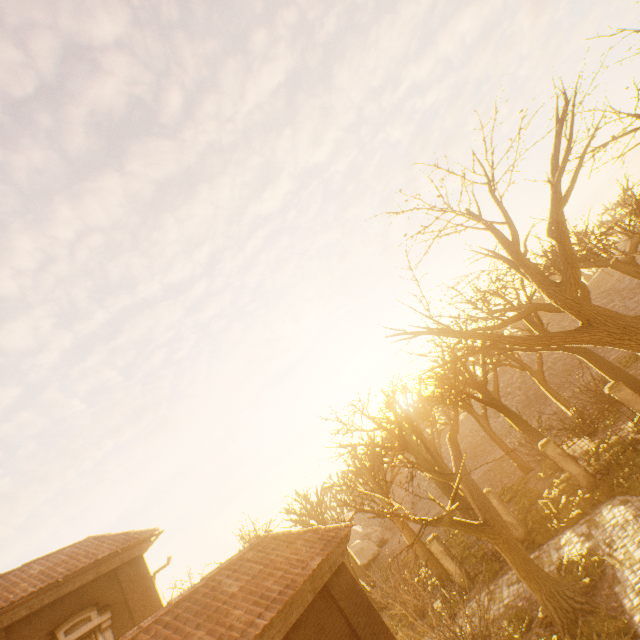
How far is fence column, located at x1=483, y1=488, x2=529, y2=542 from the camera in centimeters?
1559cm

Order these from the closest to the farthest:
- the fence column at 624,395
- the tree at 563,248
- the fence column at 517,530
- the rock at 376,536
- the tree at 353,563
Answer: the tree at 563,248
the fence column at 624,395
the fence column at 517,530
the tree at 353,563
the rock at 376,536

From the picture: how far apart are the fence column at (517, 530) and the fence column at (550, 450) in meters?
3.2

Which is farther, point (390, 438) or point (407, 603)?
point (390, 438)

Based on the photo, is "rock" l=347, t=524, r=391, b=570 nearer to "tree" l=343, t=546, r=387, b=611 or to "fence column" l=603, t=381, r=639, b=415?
"tree" l=343, t=546, r=387, b=611

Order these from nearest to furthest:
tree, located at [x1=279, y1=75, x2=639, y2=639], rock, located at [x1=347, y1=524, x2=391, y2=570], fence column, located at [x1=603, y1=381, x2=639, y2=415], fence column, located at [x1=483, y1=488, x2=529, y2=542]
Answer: tree, located at [x1=279, y1=75, x2=639, y2=639] → fence column, located at [x1=603, y1=381, x2=639, y2=415] → fence column, located at [x1=483, y1=488, x2=529, y2=542] → rock, located at [x1=347, y1=524, x2=391, y2=570]

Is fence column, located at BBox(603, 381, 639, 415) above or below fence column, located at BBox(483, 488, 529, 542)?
above

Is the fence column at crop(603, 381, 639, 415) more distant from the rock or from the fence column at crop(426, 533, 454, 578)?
the rock
